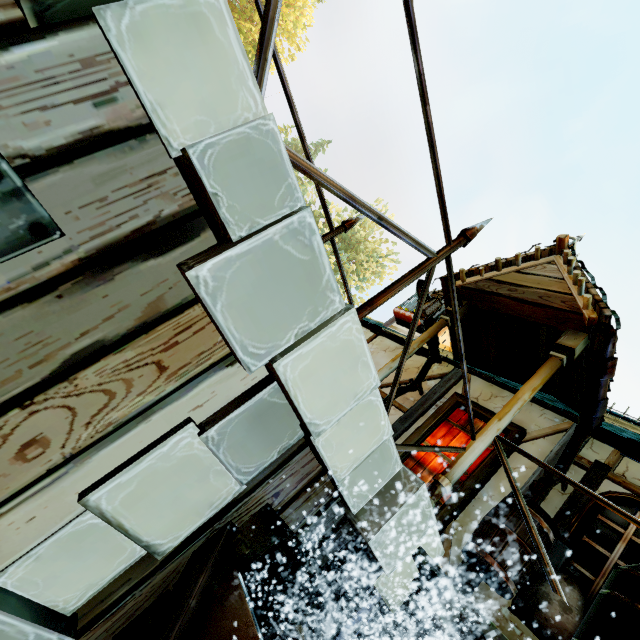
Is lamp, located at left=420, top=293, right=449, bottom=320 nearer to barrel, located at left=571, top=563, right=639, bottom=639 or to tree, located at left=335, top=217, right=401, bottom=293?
barrel, located at left=571, top=563, right=639, bottom=639

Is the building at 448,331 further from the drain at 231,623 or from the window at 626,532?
the drain at 231,623

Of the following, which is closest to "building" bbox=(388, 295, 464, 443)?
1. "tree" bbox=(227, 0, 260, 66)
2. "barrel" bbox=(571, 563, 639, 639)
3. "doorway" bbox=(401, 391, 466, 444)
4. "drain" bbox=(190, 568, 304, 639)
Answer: "doorway" bbox=(401, 391, 466, 444)

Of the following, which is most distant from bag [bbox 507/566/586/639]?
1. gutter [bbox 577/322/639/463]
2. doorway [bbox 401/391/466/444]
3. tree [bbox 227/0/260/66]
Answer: tree [bbox 227/0/260/66]

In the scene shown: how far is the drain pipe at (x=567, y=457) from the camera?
4.04m

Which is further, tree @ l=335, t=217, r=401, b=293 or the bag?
tree @ l=335, t=217, r=401, b=293

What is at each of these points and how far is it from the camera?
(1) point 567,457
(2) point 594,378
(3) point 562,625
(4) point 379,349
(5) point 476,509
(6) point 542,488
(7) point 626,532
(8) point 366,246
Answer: (1) drain pipe, 4.1 meters
(2) gutter, 3.6 meters
(3) bag, 2.8 meters
(4) building, 7.5 meters
(5) building, 4.2 meters
(6) drain pipe, 3.8 meters
(7) window, 3.4 meters
(8) tree, 32.6 meters

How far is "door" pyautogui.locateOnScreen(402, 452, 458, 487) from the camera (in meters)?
4.72
